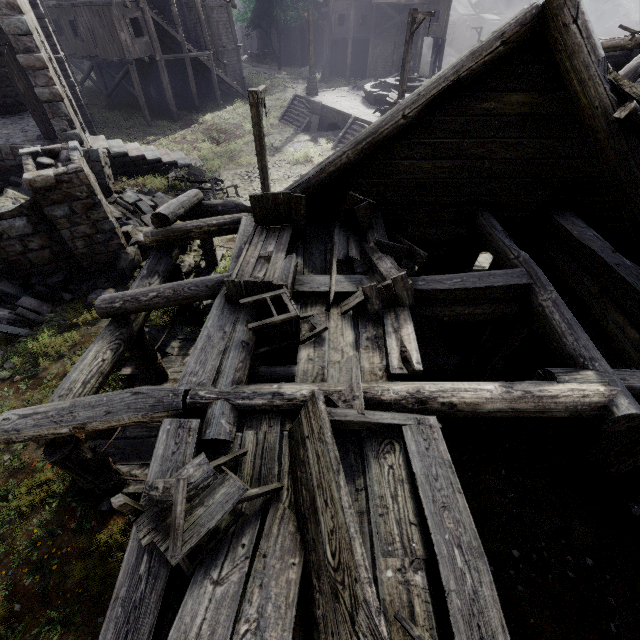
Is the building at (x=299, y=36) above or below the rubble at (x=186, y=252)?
above

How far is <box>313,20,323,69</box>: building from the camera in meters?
40.7 m

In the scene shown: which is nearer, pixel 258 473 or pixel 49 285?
pixel 258 473

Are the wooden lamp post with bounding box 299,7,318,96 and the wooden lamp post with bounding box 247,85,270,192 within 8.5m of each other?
no

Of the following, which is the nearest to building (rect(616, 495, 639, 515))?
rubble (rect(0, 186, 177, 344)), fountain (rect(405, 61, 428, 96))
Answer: rubble (rect(0, 186, 177, 344))

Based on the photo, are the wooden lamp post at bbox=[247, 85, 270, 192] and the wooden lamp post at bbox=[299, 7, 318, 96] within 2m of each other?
no

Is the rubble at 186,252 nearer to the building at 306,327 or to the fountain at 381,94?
the building at 306,327

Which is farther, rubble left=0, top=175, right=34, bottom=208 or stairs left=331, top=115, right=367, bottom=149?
stairs left=331, top=115, right=367, bottom=149
